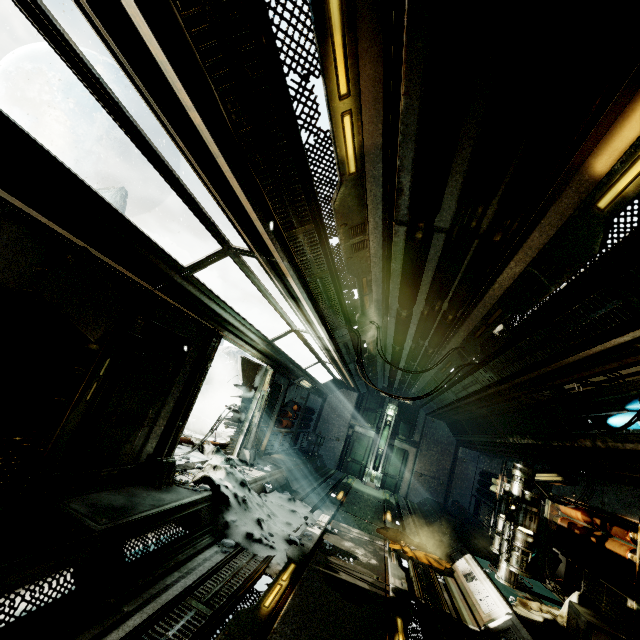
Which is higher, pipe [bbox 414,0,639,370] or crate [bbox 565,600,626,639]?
pipe [bbox 414,0,639,370]

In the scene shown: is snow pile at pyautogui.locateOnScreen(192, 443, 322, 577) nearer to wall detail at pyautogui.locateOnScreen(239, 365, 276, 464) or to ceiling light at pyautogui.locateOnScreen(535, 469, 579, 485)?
wall detail at pyautogui.locateOnScreen(239, 365, 276, 464)

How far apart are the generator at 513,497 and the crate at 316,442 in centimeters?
1004cm

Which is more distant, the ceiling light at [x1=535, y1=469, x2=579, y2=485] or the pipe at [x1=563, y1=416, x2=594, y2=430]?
the ceiling light at [x1=535, y1=469, x2=579, y2=485]

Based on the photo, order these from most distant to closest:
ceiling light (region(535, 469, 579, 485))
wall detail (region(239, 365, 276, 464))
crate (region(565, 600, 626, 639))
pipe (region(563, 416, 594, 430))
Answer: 1. wall detail (region(239, 365, 276, 464))
2. ceiling light (region(535, 469, 579, 485))
3. pipe (region(563, 416, 594, 430))
4. crate (region(565, 600, 626, 639))

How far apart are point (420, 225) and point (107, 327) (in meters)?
3.87

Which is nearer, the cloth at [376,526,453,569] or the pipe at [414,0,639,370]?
the pipe at [414,0,639,370]

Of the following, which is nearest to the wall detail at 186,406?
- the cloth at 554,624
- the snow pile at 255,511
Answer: the snow pile at 255,511
